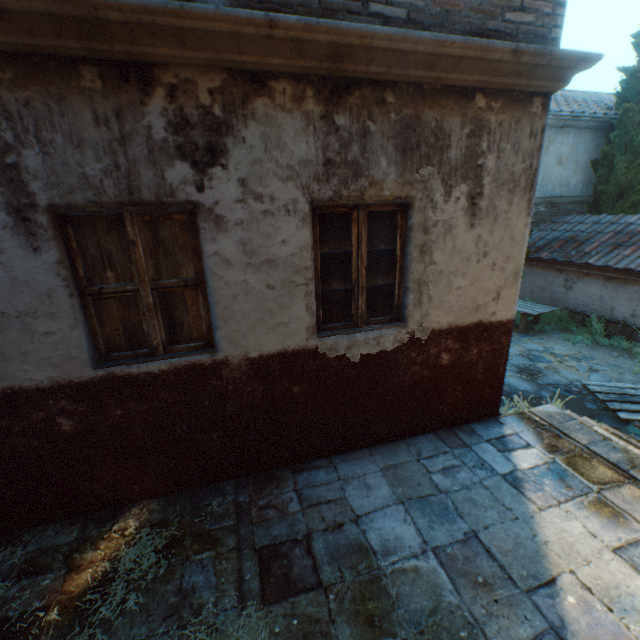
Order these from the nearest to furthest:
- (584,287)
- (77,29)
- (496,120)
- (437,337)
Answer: (77,29) → (496,120) → (437,337) → (584,287)

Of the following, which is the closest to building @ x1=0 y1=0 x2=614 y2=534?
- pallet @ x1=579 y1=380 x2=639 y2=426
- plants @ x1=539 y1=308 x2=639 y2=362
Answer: pallet @ x1=579 y1=380 x2=639 y2=426

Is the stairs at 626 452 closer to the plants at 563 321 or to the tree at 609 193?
the tree at 609 193

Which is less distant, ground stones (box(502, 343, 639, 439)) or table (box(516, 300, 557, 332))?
ground stones (box(502, 343, 639, 439))

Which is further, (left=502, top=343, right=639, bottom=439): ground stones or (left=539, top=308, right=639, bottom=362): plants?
(left=539, top=308, right=639, bottom=362): plants

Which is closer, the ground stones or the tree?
the ground stones

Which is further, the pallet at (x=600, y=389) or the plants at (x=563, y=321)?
the plants at (x=563, y=321)

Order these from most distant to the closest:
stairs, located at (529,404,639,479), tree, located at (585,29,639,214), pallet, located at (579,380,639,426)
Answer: tree, located at (585,29,639,214)
pallet, located at (579,380,639,426)
stairs, located at (529,404,639,479)
